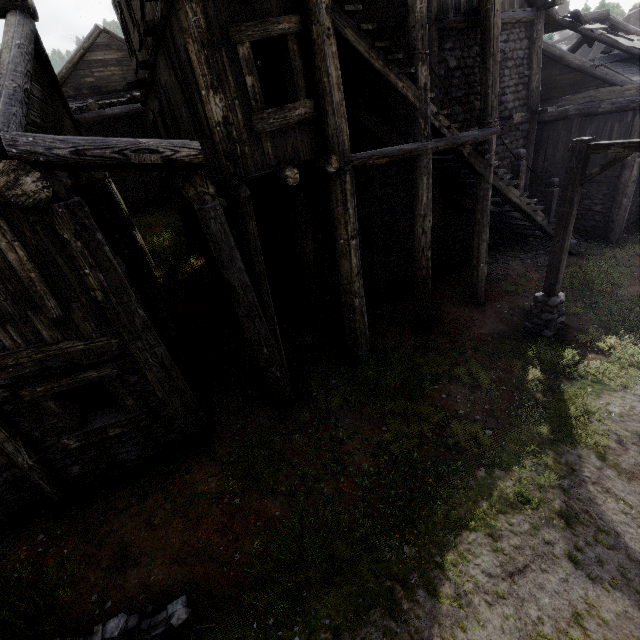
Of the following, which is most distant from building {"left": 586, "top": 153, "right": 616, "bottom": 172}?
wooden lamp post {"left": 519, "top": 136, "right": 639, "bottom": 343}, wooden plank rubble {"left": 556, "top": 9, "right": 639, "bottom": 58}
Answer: wooden lamp post {"left": 519, "top": 136, "right": 639, "bottom": 343}

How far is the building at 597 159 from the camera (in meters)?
12.57

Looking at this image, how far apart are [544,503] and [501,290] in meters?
8.0

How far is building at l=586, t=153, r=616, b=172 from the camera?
12.6m

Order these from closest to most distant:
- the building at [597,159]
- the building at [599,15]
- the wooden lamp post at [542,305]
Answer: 1. the wooden lamp post at [542,305]
2. the building at [597,159]
3. the building at [599,15]

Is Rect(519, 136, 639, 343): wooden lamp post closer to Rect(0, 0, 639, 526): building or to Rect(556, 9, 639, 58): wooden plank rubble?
Rect(0, 0, 639, 526): building
